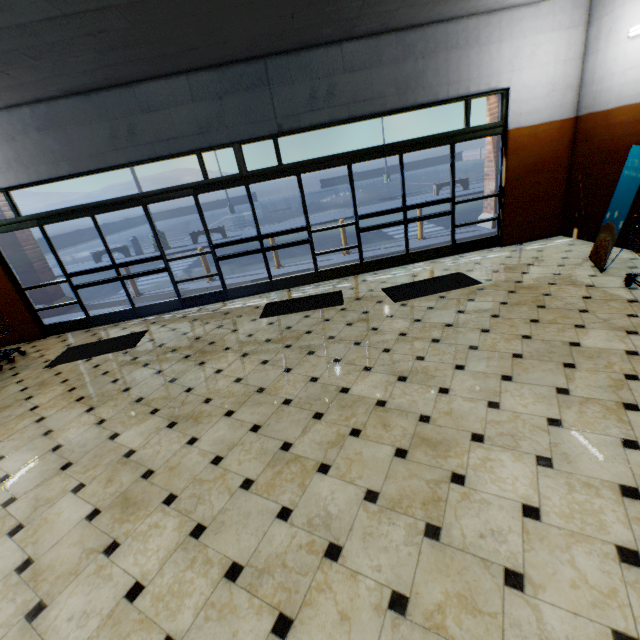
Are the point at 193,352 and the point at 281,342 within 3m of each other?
yes

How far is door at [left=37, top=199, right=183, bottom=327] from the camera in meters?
6.1 m

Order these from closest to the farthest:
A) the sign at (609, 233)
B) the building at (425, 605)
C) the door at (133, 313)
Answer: the building at (425, 605) < the sign at (609, 233) < the door at (133, 313)

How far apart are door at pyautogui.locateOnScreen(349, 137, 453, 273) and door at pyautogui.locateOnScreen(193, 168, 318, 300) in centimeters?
99cm

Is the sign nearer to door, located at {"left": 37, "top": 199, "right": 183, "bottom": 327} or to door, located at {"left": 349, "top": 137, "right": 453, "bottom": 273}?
door, located at {"left": 349, "top": 137, "right": 453, "bottom": 273}

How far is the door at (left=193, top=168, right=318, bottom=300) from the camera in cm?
607

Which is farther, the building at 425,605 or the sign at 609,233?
the sign at 609,233

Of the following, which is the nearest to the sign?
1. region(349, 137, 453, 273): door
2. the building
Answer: the building
